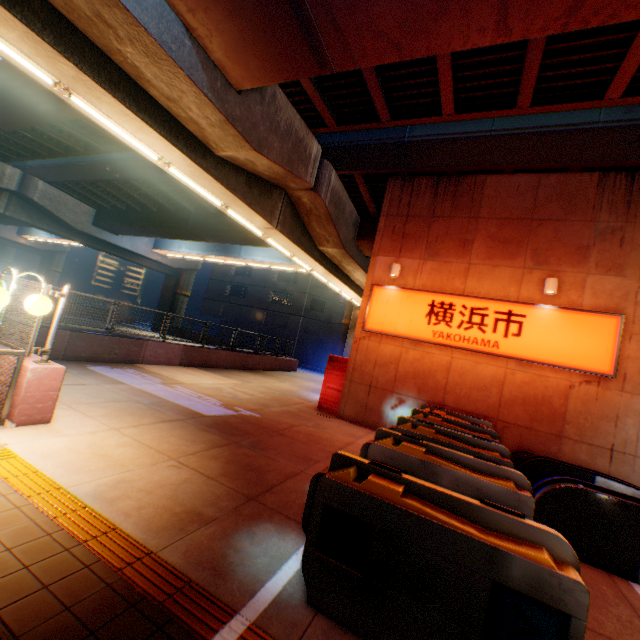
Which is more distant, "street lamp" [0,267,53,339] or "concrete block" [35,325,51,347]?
"concrete block" [35,325,51,347]

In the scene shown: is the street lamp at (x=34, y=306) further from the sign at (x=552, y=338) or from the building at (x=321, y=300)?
the building at (x=321, y=300)

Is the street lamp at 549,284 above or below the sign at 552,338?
above

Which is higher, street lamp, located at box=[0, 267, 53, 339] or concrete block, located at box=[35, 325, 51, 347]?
street lamp, located at box=[0, 267, 53, 339]

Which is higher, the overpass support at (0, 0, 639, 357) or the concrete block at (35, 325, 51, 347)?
the overpass support at (0, 0, 639, 357)

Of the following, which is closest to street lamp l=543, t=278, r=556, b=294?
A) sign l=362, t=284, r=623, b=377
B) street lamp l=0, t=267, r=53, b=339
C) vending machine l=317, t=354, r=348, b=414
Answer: sign l=362, t=284, r=623, b=377

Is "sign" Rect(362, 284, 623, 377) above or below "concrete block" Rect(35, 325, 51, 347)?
above

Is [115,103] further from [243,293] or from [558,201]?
[243,293]
